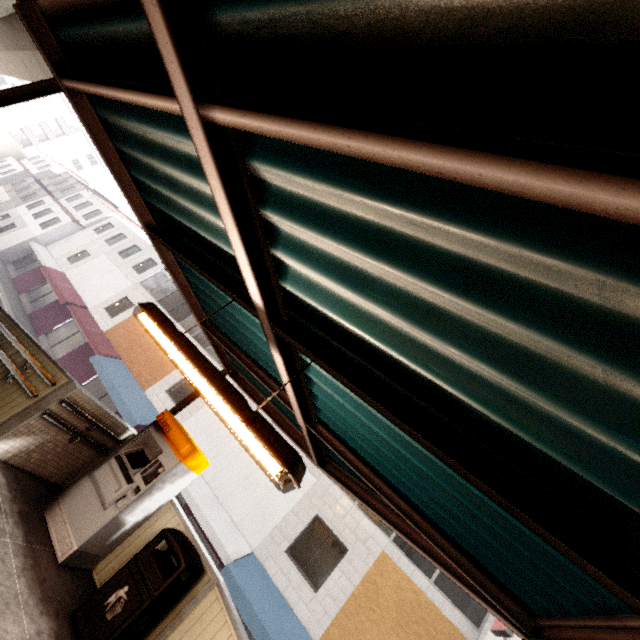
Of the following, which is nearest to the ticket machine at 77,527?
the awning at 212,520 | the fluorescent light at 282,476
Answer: the fluorescent light at 282,476

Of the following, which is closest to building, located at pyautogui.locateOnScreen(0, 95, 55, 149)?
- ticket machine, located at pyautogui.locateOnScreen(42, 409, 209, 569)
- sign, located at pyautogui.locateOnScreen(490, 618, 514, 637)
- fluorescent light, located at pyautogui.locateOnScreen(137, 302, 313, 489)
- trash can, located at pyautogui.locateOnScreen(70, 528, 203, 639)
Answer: ticket machine, located at pyautogui.locateOnScreen(42, 409, 209, 569)

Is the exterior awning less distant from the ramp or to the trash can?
the ramp

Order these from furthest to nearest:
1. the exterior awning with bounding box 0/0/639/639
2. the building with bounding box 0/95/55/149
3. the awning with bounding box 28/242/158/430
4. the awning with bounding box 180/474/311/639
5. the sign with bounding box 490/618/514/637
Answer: the building with bounding box 0/95/55/149, the awning with bounding box 28/242/158/430, the awning with bounding box 180/474/311/639, the sign with bounding box 490/618/514/637, the exterior awning with bounding box 0/0/639/639

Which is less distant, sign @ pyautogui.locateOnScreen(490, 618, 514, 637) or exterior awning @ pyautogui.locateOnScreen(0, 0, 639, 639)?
exterior awning @ pyautogui.locateOnScreen(0, 0, 639, 639)

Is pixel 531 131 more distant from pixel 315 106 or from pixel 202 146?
pixel 202 146

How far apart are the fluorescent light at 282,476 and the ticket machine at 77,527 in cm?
245

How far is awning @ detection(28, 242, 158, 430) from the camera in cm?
1372
